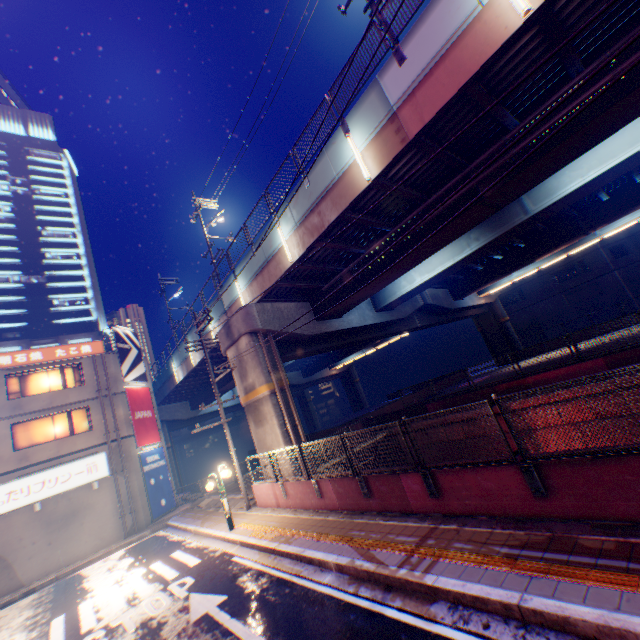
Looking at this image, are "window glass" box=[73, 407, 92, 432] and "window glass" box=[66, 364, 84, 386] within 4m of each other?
yes

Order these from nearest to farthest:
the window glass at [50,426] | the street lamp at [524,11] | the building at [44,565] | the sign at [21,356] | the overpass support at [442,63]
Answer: the street lamp at [524,11], the overpass support at [442,63], the building at [44,565], the window glass at [50,426], the sign at [21,356]

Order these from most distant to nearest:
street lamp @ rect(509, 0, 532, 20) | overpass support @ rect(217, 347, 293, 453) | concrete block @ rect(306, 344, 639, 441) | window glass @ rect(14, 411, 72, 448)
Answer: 1. window glass @ rect(14, 411, 72, 448)
2. overpass support @ rect(217, 347, 293, 453)
3. concrete block @ rect(306, 344, 639, 441)
4. street lamp @ rect(509, 0, 532, 20)

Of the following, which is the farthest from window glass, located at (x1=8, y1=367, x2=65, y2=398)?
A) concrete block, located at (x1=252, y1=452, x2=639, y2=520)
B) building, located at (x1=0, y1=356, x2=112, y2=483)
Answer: concrete block, located at (x1=252, y1=452, x2=639, y2=520)

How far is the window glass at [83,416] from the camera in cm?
2055

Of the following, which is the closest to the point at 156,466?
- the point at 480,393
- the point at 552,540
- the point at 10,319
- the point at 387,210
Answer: the point at 480,393

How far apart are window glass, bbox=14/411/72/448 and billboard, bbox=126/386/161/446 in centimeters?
211cm

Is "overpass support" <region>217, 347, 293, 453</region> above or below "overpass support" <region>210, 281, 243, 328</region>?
below
